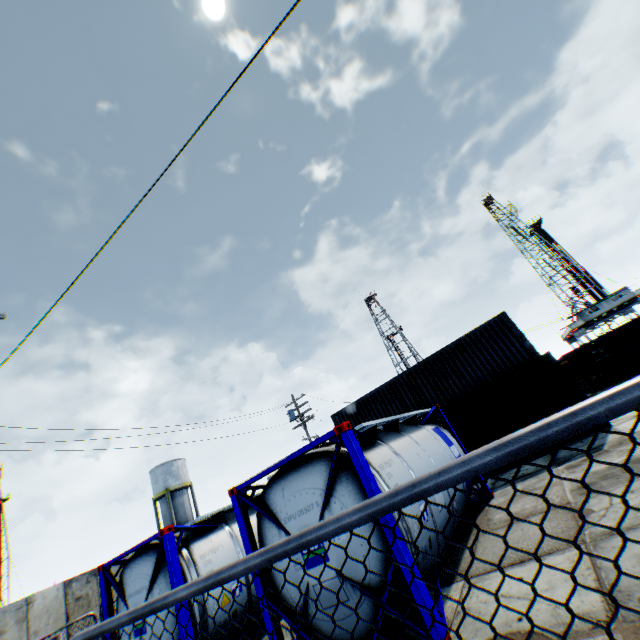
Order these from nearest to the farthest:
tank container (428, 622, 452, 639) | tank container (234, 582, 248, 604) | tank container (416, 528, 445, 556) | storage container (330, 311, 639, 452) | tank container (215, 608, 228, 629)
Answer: tank container (428, 622, 452, 639) → tank container (416, 528, 445, 556) → tank container (215, 608, 228, 629) → tank container (234, 582, 248, 604) → storage container (330, 311, 639, 452)

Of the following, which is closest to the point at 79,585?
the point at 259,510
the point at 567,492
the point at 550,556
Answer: the point at 259,510

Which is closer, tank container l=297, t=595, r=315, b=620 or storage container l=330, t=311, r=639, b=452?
tank container l=297, t=595, r=315, b=620

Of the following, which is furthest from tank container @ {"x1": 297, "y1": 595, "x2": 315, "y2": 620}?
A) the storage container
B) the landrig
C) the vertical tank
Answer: the landrig

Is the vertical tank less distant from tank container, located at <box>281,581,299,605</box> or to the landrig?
tank container, located at <box>281,581,299,605</box>

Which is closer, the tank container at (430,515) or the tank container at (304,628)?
the tank container at (304,628)

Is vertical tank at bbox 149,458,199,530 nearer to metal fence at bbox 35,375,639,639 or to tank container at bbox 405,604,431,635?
tank container at bbox 405,604,431,635

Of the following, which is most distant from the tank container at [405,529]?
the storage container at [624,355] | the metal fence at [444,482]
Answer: the storage container at [624,355]
